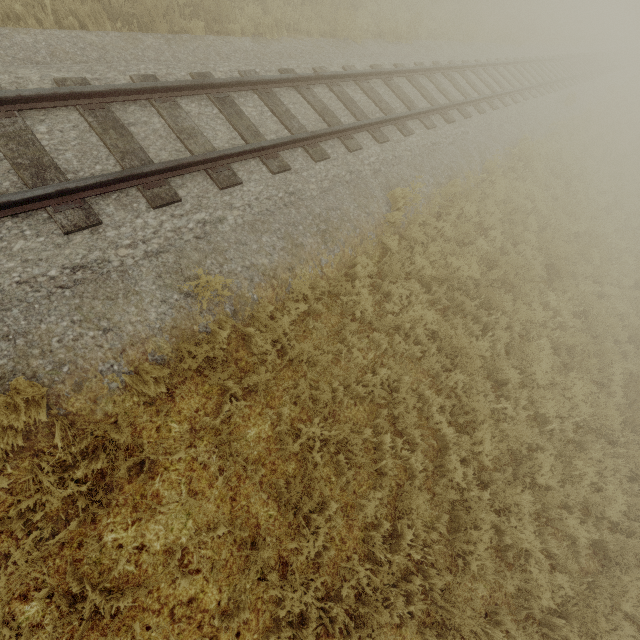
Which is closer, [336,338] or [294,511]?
[294,511]
